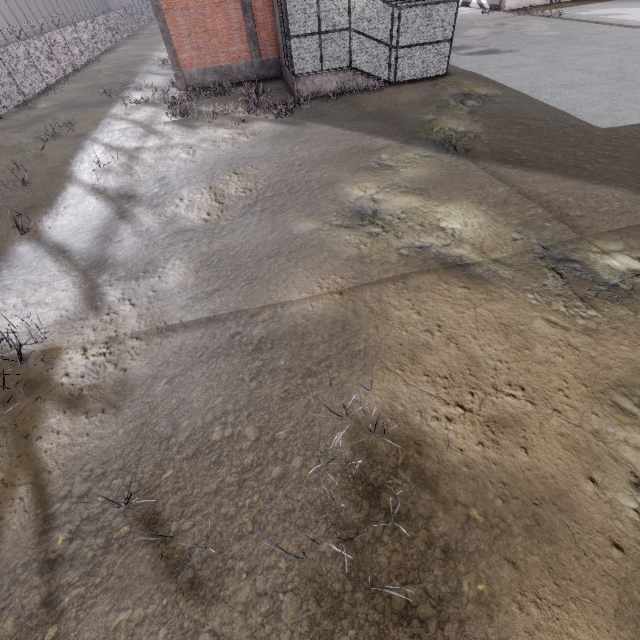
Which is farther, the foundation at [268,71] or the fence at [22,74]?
the fence at [22,74]

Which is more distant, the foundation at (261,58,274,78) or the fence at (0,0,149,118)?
the fence at (0,0,149,118)

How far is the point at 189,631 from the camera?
3.7m

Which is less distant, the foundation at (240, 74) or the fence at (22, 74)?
the foundation at (240, 74)

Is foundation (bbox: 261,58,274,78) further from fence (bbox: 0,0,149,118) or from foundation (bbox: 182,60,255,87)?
fence (bbox: 0,0,149,118)

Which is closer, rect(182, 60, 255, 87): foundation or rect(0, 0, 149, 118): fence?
rect(182, 60, 255, 87): foundation

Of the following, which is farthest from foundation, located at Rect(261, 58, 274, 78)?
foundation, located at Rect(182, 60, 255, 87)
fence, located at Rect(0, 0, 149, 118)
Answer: fence, located at Rect(0, 0, 149, 118)
